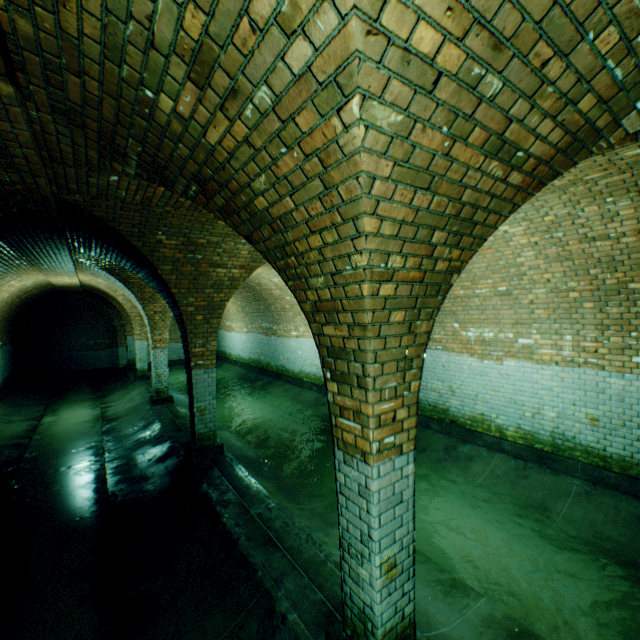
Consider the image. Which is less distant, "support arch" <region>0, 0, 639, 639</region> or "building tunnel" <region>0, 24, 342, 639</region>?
"support arch" <region>0, 0, 639, 639</region>

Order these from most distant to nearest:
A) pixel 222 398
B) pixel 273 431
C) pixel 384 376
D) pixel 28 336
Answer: pixel 28 336 < pixel 222 398 < pixel 273 431 < pixel 384 376

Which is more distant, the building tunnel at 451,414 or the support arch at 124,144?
the building tunnel at 451,414
